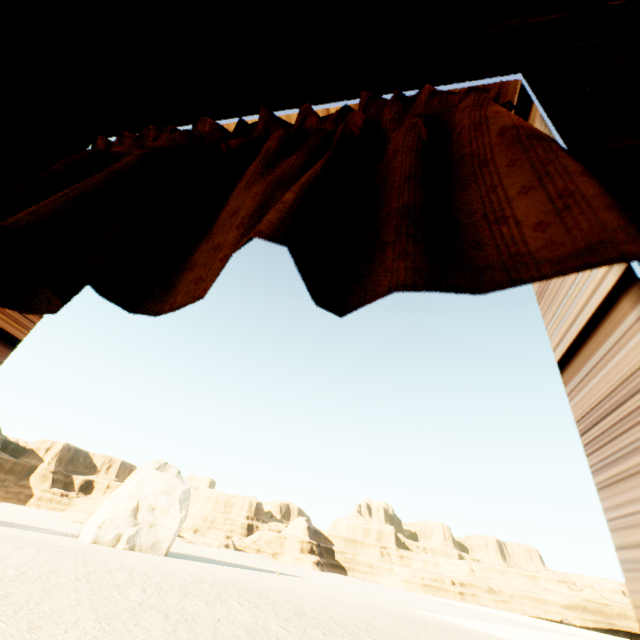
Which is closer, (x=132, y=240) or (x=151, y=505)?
(x=132, y=240)

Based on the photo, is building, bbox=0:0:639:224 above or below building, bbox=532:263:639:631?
above

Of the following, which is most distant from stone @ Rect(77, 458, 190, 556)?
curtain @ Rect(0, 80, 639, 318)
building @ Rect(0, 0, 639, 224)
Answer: curtain @ Rect(0, 80, 639, 318)

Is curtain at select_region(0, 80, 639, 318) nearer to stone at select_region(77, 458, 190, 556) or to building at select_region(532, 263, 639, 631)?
building at select_region(532, 263, 639, 631)

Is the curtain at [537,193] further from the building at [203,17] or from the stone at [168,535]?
the stone at [168,535]

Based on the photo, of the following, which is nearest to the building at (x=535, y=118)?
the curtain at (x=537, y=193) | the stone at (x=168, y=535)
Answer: the curtain at (x=537, y=193)

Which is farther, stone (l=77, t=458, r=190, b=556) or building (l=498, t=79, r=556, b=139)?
stone (l=77, t=458, r=190, b=556)
